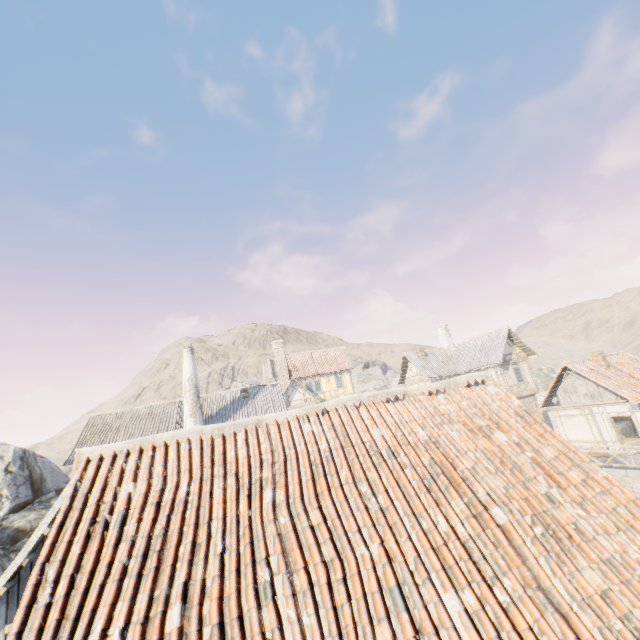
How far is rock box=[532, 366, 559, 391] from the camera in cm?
4681

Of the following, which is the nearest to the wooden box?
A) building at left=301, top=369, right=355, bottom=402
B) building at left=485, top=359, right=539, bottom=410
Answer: building at left=485, top=359, right=539, bottom=410

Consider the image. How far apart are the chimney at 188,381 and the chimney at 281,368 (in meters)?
14.45

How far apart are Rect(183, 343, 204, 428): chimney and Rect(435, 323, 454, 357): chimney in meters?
24.2

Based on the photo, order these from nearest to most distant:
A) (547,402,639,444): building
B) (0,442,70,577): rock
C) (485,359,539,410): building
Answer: (0,442,70,577): rock
(547,402,639,444): building
(485,359,539,410): building

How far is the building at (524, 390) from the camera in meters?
27.0

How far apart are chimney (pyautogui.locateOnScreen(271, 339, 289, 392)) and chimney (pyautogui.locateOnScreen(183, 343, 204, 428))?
14.45m

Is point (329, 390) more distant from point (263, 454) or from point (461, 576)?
point (461, 576)
